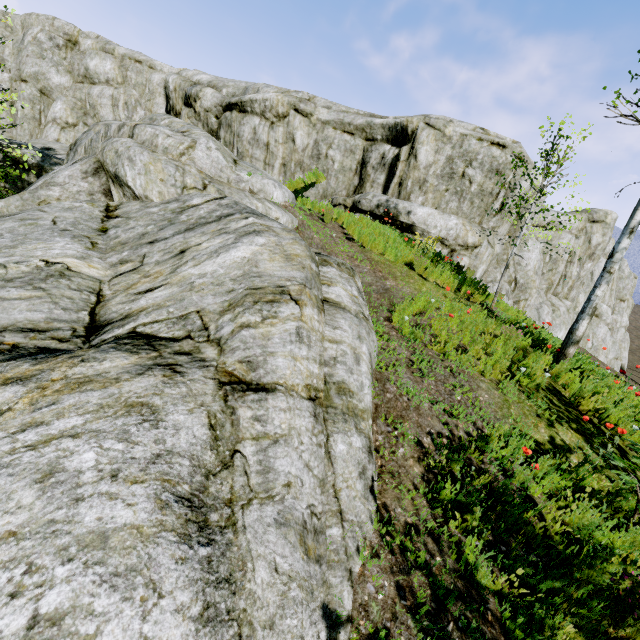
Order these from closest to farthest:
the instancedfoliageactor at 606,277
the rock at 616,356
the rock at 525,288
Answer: the instancedfoliageactor at 606,277 → the rock at 525,288 → the rock at 616,356

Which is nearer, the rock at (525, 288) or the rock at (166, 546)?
the rock at (166, 546)

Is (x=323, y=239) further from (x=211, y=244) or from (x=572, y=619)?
(x=572, y=619)

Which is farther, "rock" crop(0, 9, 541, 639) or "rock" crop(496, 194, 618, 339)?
"rock" crop(496, 194, 618, 339)

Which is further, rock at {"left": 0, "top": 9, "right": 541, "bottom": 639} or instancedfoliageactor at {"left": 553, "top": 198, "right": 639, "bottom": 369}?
instancedfoliageactor at {"left": 553, "top": 198, "right": 639, "bottom": 369}

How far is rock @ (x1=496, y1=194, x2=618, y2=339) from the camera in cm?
1630

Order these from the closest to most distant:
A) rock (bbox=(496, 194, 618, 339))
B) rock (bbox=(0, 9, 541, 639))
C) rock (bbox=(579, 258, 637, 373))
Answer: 1. rock (bbox=(0, 9, 541, 639))
2. rock (bbox=(496, 194, 618, 339))
3. rock (bbox=(579, 258, 637, 373))
